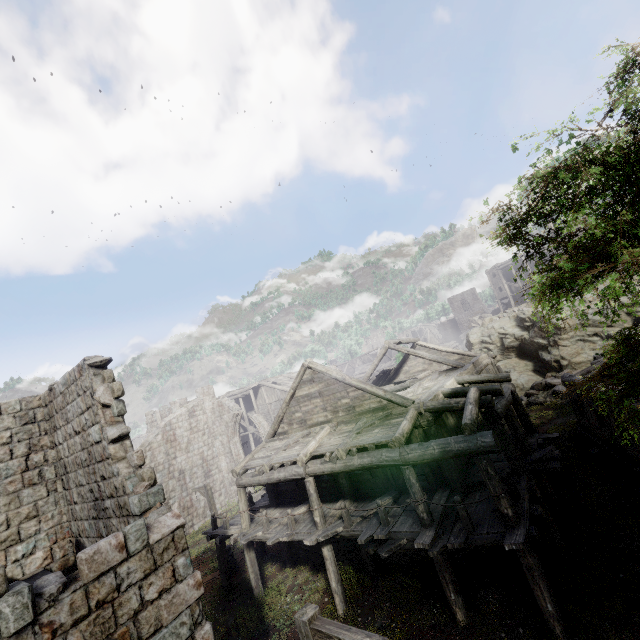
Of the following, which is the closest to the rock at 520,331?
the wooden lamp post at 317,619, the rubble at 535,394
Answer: the rubble at 535,394

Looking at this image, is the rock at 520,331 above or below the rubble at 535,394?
above

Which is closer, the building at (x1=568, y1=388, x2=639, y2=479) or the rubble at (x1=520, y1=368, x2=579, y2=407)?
the building at (x1=568, y1=388, x2=639, y2=479)

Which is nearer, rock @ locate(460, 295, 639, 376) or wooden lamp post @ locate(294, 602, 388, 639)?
wooden lamp post @ locate(294, 602, 388, 639)

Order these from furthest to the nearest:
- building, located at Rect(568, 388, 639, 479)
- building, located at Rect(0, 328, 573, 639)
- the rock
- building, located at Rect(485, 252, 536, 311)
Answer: building, located at Rect(485, 252, 536, 311) < the rock < building, located at Rect(568, 388, 639, 479) < building, located at Rect(0, 328, 573, 639)

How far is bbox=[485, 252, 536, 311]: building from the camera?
52.9 meters

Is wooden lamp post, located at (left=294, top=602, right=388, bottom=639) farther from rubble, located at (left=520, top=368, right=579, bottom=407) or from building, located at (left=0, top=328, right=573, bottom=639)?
rubble, located at (left=520, top=368, right=579, bottom=407)

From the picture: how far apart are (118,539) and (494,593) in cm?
1073
